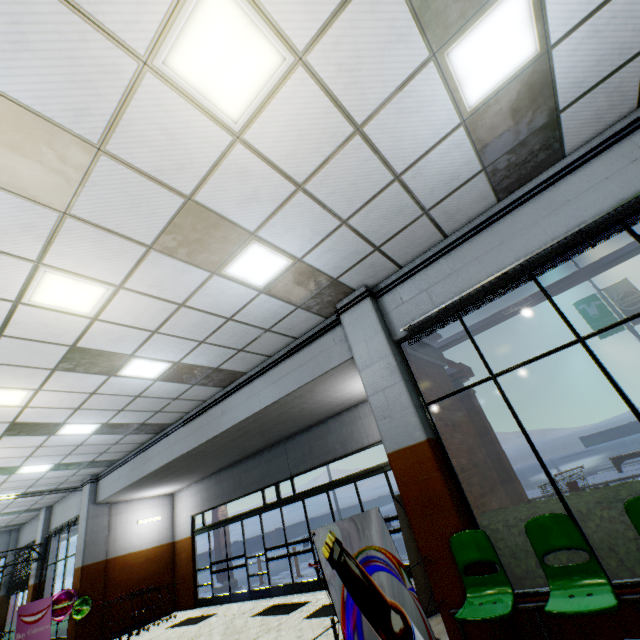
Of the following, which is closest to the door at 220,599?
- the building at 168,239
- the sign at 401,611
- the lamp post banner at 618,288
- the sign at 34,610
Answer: the building at 168,239

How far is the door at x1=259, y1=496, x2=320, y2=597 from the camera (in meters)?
8.79

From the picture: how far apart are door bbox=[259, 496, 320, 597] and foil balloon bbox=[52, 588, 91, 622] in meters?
5.6 m

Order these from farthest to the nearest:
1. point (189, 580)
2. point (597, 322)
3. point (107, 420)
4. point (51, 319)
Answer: point (597, 322) < point (189, 580) < point (107, 420) < point (51, 319)

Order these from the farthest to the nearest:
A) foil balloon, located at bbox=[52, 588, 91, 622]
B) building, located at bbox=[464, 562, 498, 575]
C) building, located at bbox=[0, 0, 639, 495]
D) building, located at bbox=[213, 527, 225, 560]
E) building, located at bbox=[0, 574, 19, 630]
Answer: building, located at bbox=[0, 574, 19, 630] → building, located at bbox=[213, 527, 225, 560] → foil balloon, located at bbox=[52, 588, 91, 622] → building, located at bbox=[464, 562, 498, 575] → building, located at bbox=[0, 0, 639, 495]

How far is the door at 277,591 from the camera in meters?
8.8

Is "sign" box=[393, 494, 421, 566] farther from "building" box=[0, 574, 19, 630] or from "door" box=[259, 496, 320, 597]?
"door" box=[259, 496, 320, 597]

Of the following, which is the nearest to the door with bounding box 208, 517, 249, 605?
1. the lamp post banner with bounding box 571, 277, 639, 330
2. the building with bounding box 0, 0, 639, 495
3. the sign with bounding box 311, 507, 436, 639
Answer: the building with bounding box 0, 0, 639, 495
